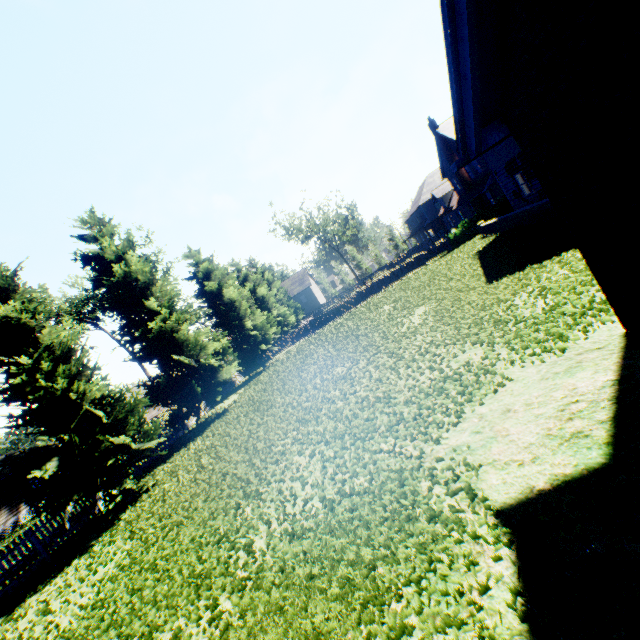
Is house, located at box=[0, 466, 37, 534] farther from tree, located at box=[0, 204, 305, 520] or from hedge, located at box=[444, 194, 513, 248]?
hedge, located at box=[444, 194, 513, 248]

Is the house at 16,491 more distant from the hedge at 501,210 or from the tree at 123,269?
the hedge at 501,210

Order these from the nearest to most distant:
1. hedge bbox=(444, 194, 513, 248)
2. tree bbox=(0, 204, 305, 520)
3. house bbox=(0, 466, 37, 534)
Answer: tree bbox=(0, 204, 305, 520) < hedge bbox=(444, 194, 513, 248) < house bbox=(0, 466, 37, 534)

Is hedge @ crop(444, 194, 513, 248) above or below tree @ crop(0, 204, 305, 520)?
below

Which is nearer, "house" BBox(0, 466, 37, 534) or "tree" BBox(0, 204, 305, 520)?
"tree" BBox(0, 204, 305, 520)

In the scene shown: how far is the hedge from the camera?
26.48m

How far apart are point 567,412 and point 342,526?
3.0 meters
